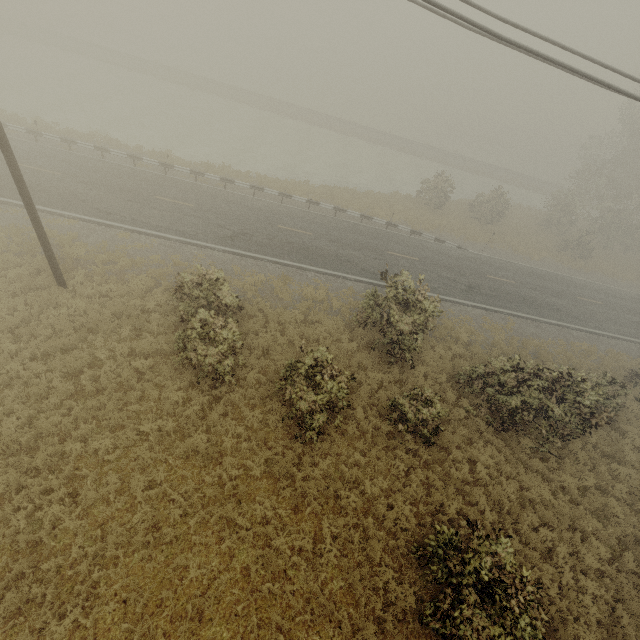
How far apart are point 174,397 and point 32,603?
5.3 meters
